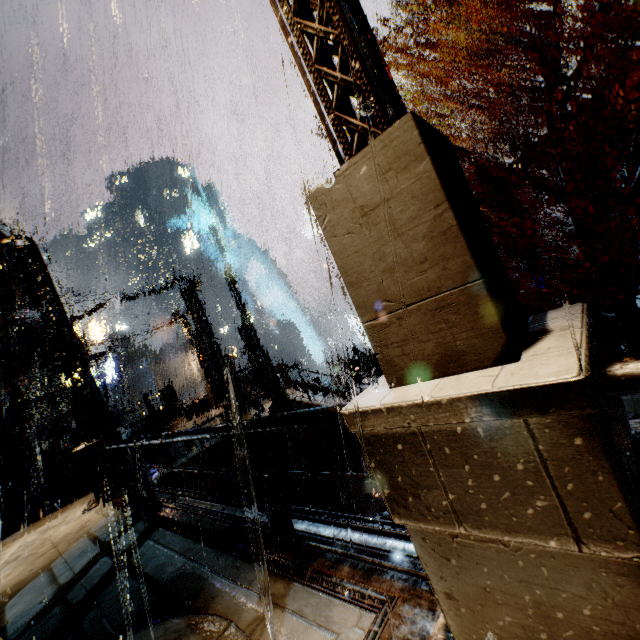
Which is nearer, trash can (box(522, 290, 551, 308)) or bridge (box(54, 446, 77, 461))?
trash can (box(522, 290, 551, 308))

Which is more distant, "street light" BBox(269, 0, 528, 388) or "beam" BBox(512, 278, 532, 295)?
"beam" BBox(512, 278, 532, 295)

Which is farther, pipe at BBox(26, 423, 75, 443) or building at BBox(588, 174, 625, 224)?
pipe at BBox(26, 423, 75, 443)

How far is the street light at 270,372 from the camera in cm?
1588

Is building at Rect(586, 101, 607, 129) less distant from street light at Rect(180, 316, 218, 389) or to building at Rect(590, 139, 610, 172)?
building at Rect(590, 139, 610, 172)

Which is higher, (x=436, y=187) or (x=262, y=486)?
(x=436, y=187)

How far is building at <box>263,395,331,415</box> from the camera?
15.7 meters

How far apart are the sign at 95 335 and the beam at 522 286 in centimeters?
4450cm
